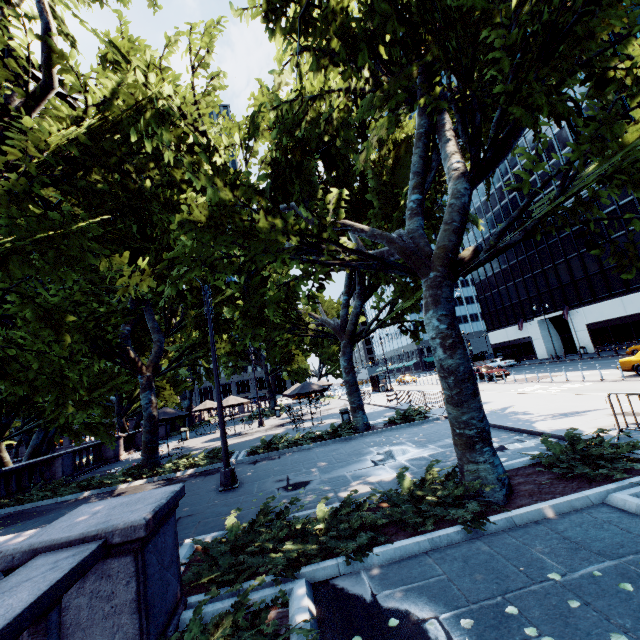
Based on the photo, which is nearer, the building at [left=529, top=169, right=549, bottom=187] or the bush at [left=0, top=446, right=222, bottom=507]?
the bush at [left=0, top=446, right=222, bottom=507]

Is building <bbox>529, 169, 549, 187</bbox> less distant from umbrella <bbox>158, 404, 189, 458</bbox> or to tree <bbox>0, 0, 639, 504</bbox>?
tree <bbox>0, 0, 639, 504</bbox>

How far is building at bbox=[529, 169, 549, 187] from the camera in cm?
4491

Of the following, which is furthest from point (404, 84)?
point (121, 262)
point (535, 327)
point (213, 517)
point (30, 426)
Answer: point (535, 327)

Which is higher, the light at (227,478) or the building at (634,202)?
the building at (634,202)

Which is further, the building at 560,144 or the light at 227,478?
the building at 560,144

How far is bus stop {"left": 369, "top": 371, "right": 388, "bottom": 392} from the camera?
40.9 meters

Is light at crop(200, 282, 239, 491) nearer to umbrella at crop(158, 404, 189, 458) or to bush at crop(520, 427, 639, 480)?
bush at crop(520, 427, 639, 480)
